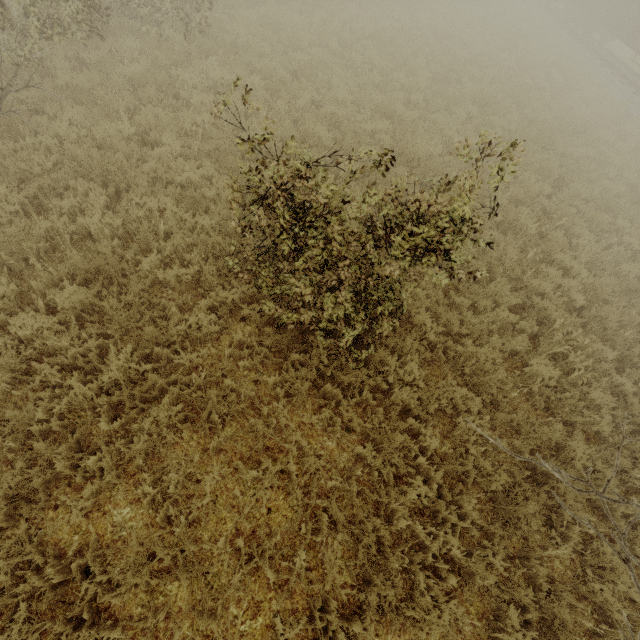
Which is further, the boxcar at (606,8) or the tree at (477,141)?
the boxcar at (606,8)

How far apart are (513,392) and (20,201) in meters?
8.8

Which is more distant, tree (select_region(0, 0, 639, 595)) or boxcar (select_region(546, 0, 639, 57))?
boxcar (select_region(546, 0, 639, 57))
